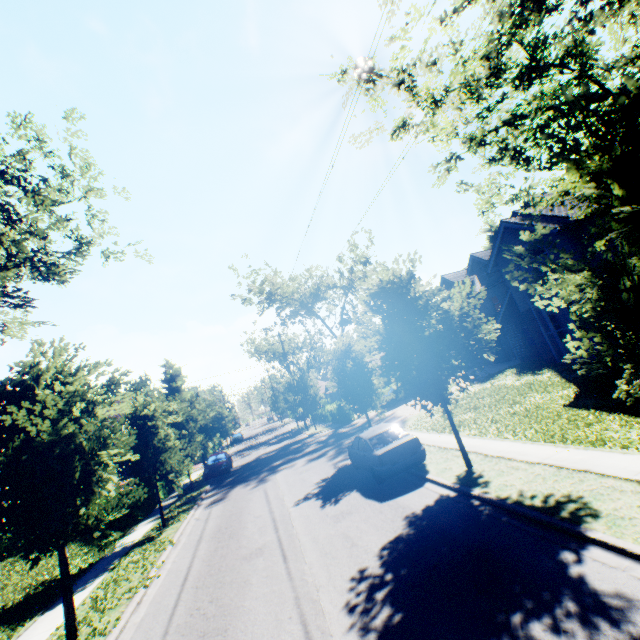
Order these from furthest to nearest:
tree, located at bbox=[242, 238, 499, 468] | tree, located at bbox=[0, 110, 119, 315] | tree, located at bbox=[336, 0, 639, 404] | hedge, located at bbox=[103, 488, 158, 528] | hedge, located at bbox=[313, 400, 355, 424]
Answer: hedge, located at bbox=[313, 400, 355, 424] < hedge, located at bbox=[103, 488, 158, 528] < tree, located at bbox=[0, 110, 119, 315] < tree, located at bbox=[242, 238, 499, 468] < tree, located at bbox=[336, 0, 639, 404]

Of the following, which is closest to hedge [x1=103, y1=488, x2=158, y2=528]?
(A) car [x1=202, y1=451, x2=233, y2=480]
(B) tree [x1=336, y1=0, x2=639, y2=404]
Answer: (B) tree [x1=336, y1=0, x2=639, y2=404]

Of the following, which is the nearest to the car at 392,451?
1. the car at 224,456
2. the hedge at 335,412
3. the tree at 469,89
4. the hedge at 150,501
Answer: the tree at 469,89

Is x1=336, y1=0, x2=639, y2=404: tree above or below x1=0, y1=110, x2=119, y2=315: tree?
below

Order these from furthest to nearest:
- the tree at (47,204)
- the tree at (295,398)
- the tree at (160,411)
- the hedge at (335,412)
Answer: the tree at (295,398), the hedge at (335,412), the tree at (47,204), the tree at (160,411)

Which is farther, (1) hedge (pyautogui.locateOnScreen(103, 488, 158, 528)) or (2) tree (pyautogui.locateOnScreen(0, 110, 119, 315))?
(1) hedge (pyautogui.locateOnScreen(103, 488, 158, 528))

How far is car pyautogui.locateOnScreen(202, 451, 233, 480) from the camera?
23.9 meters

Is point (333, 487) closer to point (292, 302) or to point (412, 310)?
point (412, 310)
